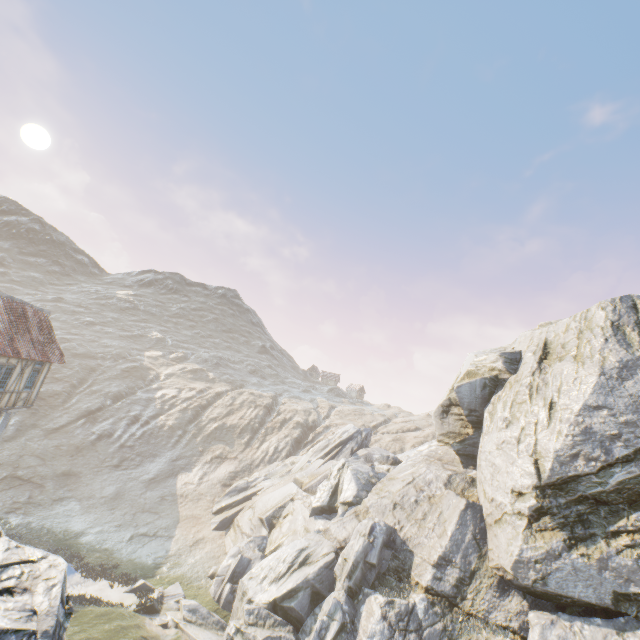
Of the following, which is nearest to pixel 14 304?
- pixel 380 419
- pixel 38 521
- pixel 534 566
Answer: pixel 38 521

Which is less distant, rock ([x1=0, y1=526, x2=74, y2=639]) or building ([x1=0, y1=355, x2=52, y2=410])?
rock ([x1=0, y1=526, x2=74, y2=639])

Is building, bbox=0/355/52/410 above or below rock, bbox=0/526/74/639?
above

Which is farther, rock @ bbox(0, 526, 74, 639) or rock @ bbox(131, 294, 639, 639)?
rock @ bbox(131, 294, 639, 639)

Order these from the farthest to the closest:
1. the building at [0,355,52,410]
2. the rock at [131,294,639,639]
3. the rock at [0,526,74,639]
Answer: the building at [0,355,52,410] < the rock at [131,294,639,639] < the rock at [0,526,74,639]

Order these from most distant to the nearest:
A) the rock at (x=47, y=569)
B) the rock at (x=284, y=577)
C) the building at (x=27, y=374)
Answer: the building at (x=27, y=374)
the rock at (x=284, y=577)
the rock at (x=47, y=569)

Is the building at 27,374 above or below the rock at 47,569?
above
